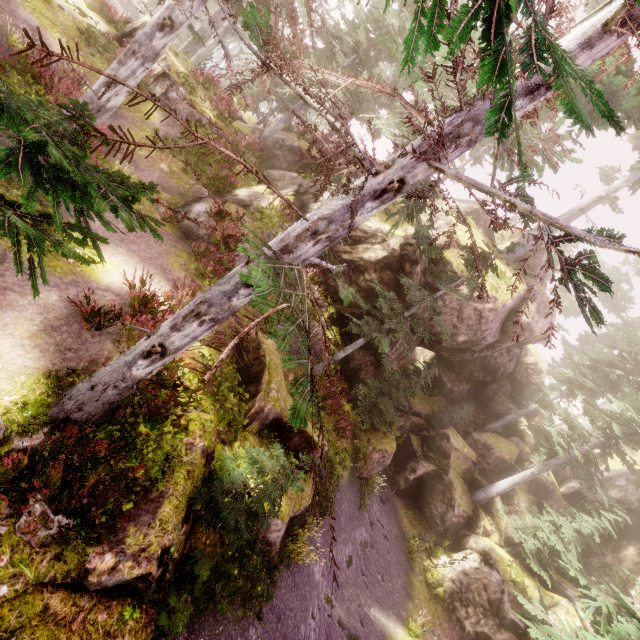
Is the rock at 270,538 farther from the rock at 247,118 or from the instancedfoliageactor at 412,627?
the rock at 247,118

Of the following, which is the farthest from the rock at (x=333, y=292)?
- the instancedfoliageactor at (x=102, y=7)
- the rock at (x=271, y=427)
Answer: the rock at (x=271, y=427)

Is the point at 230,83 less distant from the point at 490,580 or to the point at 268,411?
the point at 268,411

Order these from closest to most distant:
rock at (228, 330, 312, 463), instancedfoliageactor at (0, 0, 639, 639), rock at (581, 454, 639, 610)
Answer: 1. instancedfoliageactor at (0, 0, 639, 639)
2. rock at (228, 330, 312, 463)
3. rock at (581, 454, 639, 610)

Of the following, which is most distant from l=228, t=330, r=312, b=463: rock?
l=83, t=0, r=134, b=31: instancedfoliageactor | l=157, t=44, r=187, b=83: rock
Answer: l=157, t=44, r=187, b=83: rock

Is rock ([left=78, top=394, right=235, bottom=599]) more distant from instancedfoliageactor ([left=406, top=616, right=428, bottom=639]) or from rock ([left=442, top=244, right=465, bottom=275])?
rock ([left=442, top=244, right=465, bottom=275])

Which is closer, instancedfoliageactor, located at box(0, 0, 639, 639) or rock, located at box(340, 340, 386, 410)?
instancedfoliageactor, located at box(0, 0, 639, 639)
